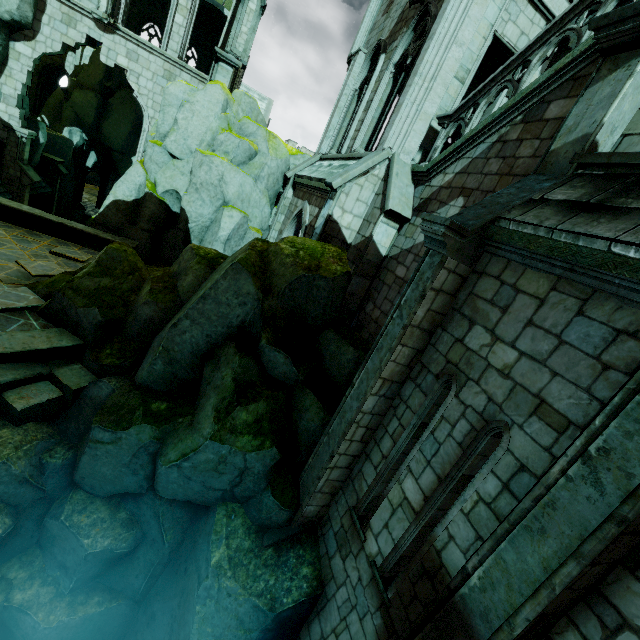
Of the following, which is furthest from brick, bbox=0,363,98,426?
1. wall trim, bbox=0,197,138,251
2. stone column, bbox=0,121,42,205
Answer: stone column, bbox=0,121,42,205

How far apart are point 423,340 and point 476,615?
3.3m

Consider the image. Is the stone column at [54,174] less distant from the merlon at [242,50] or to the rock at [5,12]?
the rock at [5,12]

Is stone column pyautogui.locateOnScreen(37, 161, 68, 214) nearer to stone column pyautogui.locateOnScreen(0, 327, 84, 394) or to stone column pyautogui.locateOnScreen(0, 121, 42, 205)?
stone column pyautogui.locateOnScreen(0, 121, 42, 205)

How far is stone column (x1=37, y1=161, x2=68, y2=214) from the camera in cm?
2128

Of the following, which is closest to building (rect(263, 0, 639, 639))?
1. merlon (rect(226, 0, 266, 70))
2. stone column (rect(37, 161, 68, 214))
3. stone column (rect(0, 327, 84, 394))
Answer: merlon (rect(226, 0, 266, 70))

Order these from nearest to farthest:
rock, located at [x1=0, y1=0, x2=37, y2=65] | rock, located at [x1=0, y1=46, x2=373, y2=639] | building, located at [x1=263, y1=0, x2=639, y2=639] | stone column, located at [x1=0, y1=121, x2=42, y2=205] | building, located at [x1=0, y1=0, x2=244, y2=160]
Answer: building, located at [x1=263, y1=0, x2=639, y2=639] → rock, located at [x1=0, y1=46, x2=373, y2=639] → rock, located at [x1=0, y1=0, x2=37, y2=65] → building, located at [x1=0, y1=0, x2=244, y2=160] → stone column, located at [x1=0, y1=121, x2=42, y2=205]

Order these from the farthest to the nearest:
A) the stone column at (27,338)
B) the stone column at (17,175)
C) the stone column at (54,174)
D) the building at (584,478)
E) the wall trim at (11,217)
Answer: the stone column at (54,174) < the stone column at (17,175) < the wall trim at (11,217) < the stone column at (27,338) < the building at (584,478)
